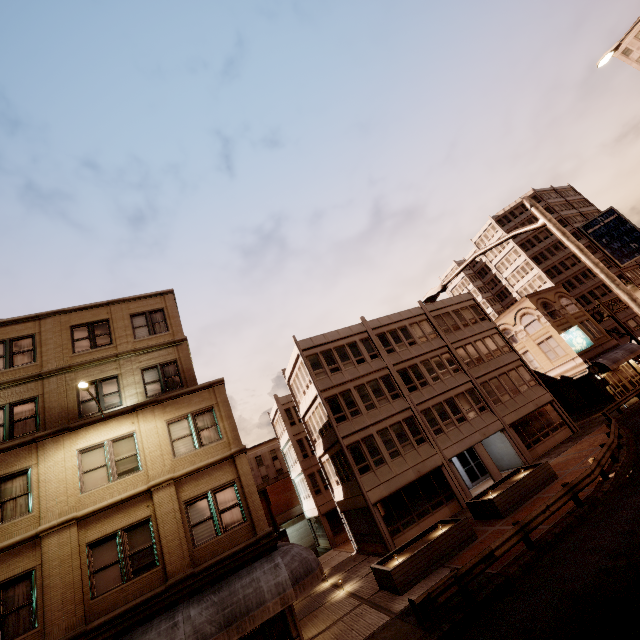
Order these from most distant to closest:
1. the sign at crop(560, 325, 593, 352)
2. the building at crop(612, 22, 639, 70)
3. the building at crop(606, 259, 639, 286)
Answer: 1. the building at crop(606, 259, 639, 286)
2. the building at crop(612, 22, 639, 70)
3. the sign at crop(560, 325, 593, 352)

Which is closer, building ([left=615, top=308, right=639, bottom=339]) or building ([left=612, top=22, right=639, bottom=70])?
building ([left=612, top=22, right=639, bottom=70])

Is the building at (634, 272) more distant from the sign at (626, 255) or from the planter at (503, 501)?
the planter at (503, 501)

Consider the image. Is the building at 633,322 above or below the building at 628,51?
below

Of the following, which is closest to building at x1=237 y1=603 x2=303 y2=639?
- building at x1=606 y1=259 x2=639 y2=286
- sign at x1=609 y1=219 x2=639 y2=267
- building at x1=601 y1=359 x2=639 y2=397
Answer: building at x1=601 y1=359 x2=639 y2=397

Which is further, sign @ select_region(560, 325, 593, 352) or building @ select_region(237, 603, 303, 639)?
sign @ select_region(560, 325, 593, 352)

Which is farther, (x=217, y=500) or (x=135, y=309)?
(x=135, y=309)

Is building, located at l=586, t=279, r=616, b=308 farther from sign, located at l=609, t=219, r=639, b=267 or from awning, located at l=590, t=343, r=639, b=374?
awning, located at l=590, t=343, r=639, b=374
